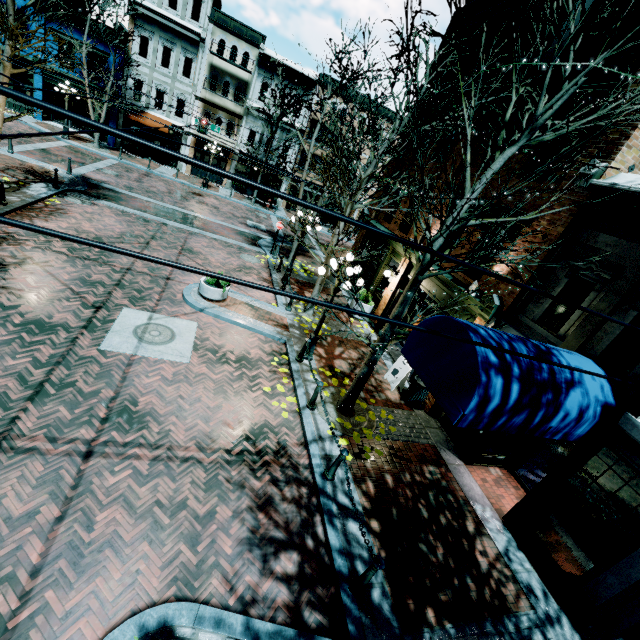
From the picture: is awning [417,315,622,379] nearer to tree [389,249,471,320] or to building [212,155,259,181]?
tree [389,249,471,320]

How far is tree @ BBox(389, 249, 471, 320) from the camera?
6.22m

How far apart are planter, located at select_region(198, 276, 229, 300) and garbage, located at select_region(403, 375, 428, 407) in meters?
7.1 m

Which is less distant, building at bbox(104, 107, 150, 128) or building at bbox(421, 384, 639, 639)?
building at bbox(421, 384, 639, 639)

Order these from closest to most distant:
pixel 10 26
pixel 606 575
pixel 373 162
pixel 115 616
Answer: pixel 115 616 < pixel 606 575 < pixel 10 26 < pixel 373 162

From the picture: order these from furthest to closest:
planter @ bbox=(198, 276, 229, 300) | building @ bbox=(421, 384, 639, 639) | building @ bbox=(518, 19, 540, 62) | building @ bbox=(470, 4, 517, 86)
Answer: planter @ bbox=(198, 276, 229, 300) → building @ bbox=(470, 4, 517, 86) → building @ bbox=(518, 19, 540, 62) → building @ bbox=(421, 384, 639, 639)

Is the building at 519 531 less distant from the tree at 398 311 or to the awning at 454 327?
the awning at 454 327

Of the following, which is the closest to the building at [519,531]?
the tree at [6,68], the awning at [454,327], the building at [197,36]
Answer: the awning at [454,327]
